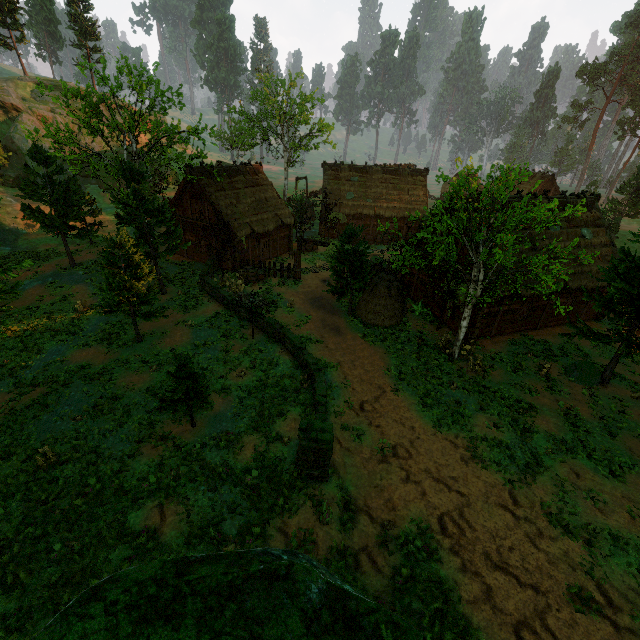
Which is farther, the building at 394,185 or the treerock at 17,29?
the treerock at 17,29

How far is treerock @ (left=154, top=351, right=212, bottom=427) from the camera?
11.71m

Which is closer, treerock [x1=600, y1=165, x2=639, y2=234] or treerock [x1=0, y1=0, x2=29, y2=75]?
treerock [x1=600, y1=165, x2=639, y2=234]

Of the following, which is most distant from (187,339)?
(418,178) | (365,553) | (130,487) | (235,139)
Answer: (235,139)

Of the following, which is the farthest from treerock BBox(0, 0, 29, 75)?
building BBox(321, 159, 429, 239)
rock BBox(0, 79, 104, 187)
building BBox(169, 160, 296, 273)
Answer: rock BBox(0, 79, 104, 187)

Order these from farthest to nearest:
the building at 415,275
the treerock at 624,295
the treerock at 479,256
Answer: the building at 415,275 → the treerock at 624,295 → the treerock at 479,256

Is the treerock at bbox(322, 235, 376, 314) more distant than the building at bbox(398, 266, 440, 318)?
No
